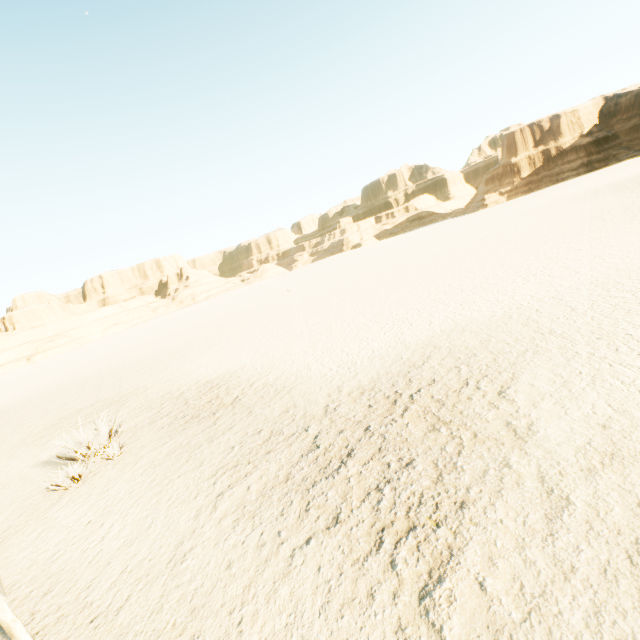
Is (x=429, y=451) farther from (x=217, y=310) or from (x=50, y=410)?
(x=217, y=310)
